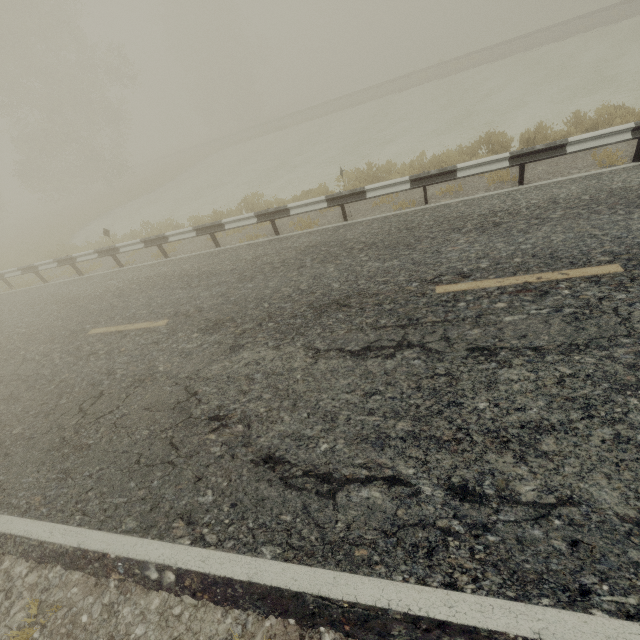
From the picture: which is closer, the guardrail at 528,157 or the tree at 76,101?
the guardrail at 528,157

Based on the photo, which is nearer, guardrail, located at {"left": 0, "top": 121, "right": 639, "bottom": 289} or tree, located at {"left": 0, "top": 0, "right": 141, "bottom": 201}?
guardrail, located at {"left": 0, "top": 121, "right": 639, "bottom": 289}

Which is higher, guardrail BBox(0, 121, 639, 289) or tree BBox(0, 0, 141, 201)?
tree BBox(0, 0, 141, 201)

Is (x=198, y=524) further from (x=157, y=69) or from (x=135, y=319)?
(x=157, y=69)

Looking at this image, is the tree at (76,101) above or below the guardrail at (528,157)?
above
